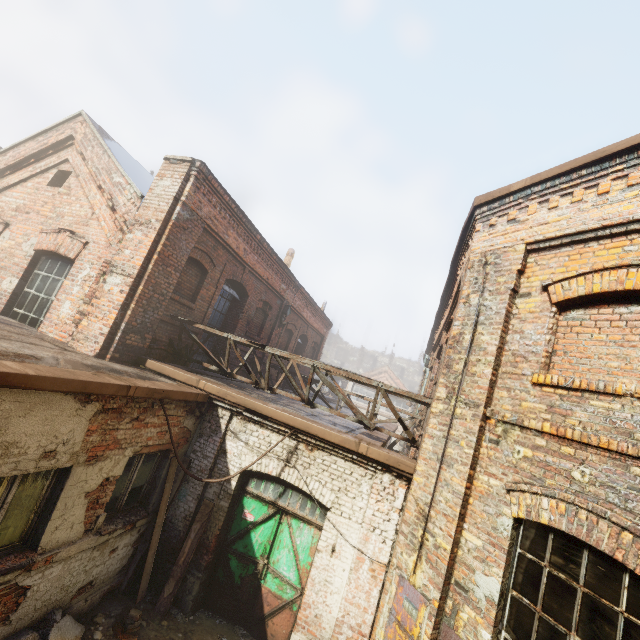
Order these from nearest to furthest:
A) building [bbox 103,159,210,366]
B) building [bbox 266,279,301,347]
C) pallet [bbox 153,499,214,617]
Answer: pallet [bbox 153,499,214,617], building [bbox 103,159,210,366], building [bbox 266,279,301,347]

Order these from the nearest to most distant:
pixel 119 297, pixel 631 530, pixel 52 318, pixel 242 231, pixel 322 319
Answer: pixel 631 530 → pixel 119 297 → pixel 52 318 → pixel 242 231 → pixel 322 319

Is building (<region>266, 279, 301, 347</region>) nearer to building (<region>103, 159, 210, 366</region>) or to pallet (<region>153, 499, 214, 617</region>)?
building (<region>103, 159, 210, 366</region>)

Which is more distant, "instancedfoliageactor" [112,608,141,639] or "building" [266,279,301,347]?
"building" [266,279,301,347]

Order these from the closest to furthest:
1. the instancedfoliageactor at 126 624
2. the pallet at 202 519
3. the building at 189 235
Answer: the instancedfoliageactor at 126 624 < the pallet at 202 519 < the building at 189 235

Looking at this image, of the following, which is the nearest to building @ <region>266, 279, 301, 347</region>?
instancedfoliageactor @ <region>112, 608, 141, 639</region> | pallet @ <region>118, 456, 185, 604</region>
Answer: pallet @ <region>118, 456, 185, 604</region>

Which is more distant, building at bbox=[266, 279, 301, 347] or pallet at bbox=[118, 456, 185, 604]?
building at bbox=[266, 279, 301, 347]

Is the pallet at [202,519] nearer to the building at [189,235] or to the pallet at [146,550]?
the pallet at [146,550]
